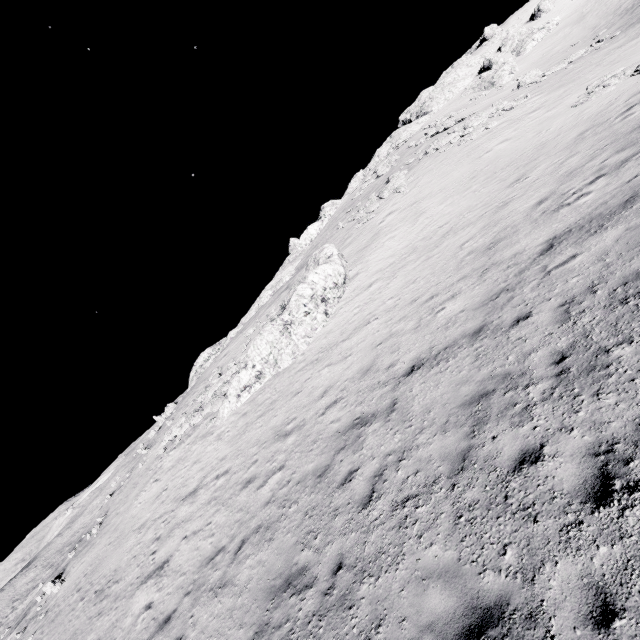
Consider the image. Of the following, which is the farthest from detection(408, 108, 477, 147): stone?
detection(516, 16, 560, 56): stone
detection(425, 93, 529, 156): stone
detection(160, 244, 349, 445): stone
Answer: detection(516, 16, 560, 56): stone

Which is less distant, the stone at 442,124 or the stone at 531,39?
the stone at 442,124

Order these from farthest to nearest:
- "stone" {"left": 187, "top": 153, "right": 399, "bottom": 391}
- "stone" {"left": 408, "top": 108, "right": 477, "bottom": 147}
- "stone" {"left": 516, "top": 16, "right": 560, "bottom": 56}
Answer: "stone" {"left": 516, "top": 16, "right": 560, "bottom": 56} → "stone" {"left": 408, "top": 108, "right": 477, "bottom": 147} → "stone" {"left": 187, "top": 153, "right": 399, "bottom": 391}

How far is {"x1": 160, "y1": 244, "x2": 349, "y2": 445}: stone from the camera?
18.2 meters

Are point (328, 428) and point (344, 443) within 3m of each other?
yes

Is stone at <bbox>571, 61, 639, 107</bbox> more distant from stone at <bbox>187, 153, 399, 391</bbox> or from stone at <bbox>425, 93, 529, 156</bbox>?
stone at <bbox>187, 153, 399, 391</bbox>

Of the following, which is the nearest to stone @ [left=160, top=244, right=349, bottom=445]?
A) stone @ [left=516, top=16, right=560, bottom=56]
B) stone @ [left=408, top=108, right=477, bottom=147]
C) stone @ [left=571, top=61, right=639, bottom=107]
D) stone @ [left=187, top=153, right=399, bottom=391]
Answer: stone @ [left=187, top=153, right=399, bottom=391]

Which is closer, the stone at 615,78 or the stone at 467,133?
the stone at 615,78
